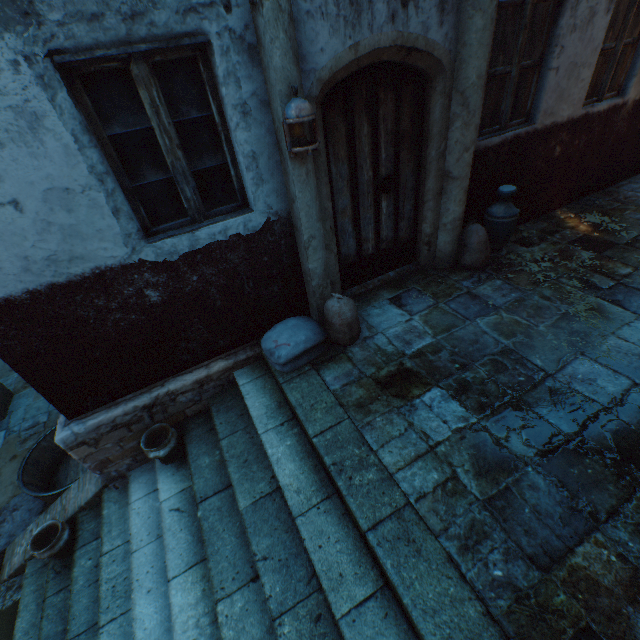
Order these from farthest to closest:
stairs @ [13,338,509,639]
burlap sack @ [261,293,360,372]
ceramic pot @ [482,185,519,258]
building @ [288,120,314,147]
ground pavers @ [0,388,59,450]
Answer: ground pavers @ [0,388,59,450], ceramic pot @ [482,185,519,258], burlap sack @ [261,293,360,372], building @ [288,120,314,147], stairs @ [13,338,509,639]

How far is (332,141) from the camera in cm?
321

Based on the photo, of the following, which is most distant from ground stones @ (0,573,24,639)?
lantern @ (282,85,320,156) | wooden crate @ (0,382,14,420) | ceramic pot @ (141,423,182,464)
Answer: lantern @ (282,85,320,156)

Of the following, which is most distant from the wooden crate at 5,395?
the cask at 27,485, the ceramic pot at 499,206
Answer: the ceramic pot at 499,206

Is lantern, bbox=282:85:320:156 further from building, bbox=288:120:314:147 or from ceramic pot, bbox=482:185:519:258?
ceramic pot, bbox=482:185:519:258

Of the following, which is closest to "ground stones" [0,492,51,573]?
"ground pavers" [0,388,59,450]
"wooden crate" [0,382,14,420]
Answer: "ground pavers" [0,388,59,450]

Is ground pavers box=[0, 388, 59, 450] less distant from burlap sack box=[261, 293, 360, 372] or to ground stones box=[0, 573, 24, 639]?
ground stones box=[0, 573, 24, 639]

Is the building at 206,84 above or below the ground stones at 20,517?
above
